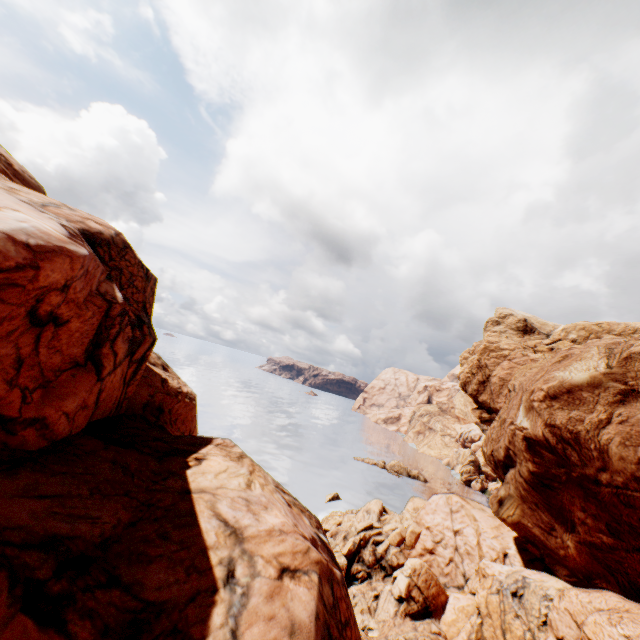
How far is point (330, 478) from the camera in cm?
5944
